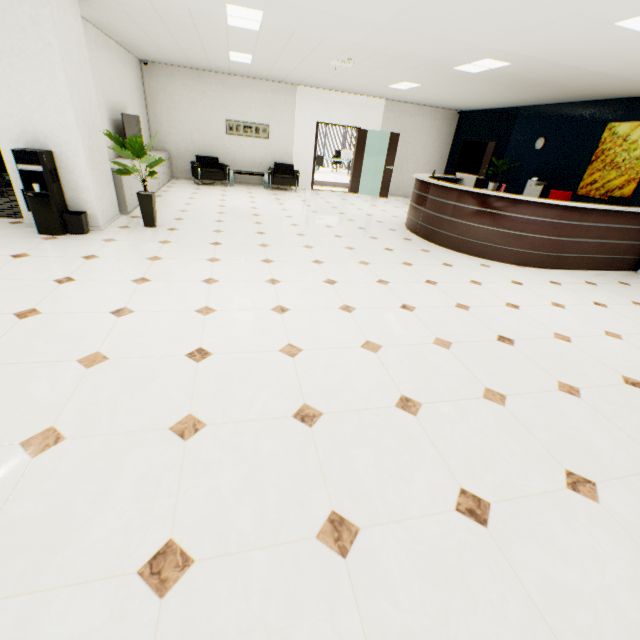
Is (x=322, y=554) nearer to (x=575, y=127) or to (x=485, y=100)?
(x=575, y=127)

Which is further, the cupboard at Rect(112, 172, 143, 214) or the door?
the door

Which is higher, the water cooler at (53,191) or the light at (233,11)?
the light at (233,11)

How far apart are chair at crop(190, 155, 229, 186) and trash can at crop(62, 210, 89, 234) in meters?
5.5 m

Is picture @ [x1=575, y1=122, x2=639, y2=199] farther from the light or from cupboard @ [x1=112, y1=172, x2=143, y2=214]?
cupboard @ [x1=112, y1=172, x2=143, y2=214]

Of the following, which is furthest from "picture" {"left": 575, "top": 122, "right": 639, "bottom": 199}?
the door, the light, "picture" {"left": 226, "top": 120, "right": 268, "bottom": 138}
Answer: "picture" {"left": 226, "top": 120, "right": 268, "bottom": 138}

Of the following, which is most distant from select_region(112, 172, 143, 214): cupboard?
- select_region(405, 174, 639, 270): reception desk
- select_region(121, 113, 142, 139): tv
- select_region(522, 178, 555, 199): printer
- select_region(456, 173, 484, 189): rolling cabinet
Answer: select_region(522, 178, 555, 199): printer

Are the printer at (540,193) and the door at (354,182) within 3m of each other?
no
